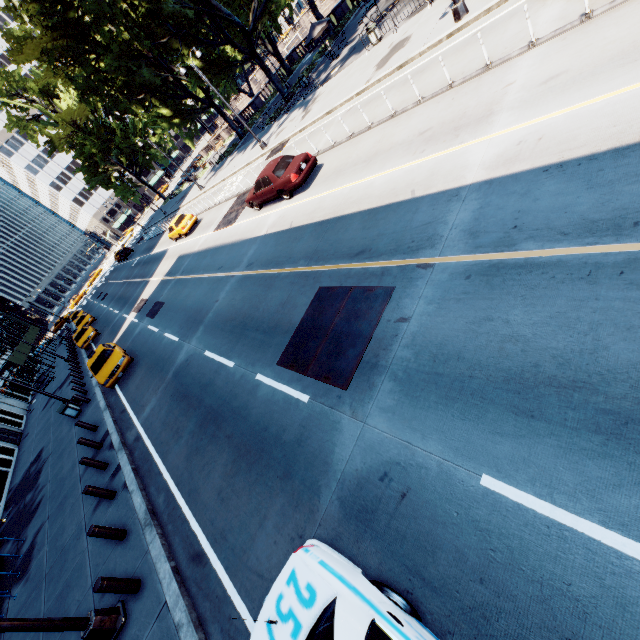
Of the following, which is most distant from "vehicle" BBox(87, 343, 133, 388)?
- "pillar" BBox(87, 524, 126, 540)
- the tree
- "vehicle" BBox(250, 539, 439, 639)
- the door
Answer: the tree

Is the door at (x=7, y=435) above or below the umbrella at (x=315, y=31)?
below

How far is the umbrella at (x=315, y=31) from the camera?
25.9 meters

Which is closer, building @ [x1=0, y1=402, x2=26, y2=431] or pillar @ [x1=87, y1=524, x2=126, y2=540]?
pillar @ [x1=87, y1=524, x2=126, y2=540]

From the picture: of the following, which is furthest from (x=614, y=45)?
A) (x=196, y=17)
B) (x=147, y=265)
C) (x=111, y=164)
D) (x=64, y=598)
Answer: (x=111, y=164)

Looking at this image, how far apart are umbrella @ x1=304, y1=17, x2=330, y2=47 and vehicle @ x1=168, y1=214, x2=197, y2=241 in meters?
17.0

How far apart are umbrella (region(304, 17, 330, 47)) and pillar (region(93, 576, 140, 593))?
34.6 meters

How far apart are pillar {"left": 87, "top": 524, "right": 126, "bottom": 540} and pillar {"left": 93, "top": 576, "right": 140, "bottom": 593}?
1.7 meters
